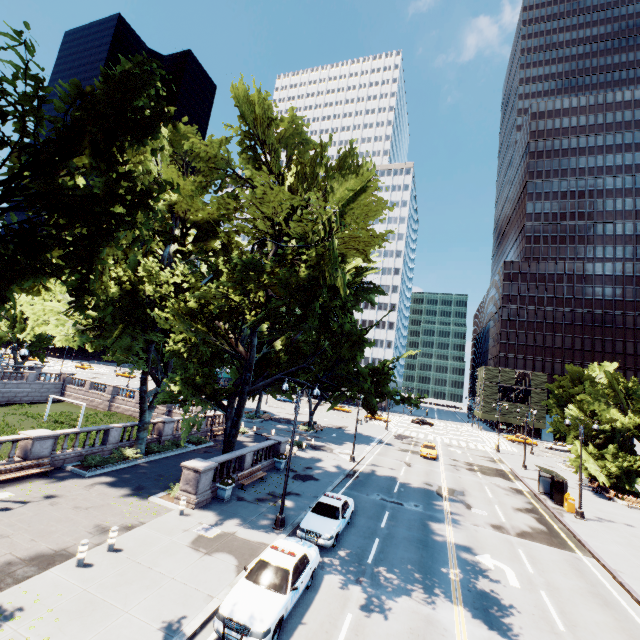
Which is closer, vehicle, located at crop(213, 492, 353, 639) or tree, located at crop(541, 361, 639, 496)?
vehicle, located at crop(213, 492, 353, 639)

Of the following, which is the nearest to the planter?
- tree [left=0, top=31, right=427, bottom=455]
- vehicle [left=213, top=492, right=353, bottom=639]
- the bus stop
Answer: tree [left=0, top=31, right=427, bottom=455]

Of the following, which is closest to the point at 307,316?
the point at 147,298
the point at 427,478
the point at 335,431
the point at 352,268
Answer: the point at 352,268

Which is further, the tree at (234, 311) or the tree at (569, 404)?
the tree at (569, 404)

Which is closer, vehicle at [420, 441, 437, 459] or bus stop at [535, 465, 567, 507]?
bus stop at [535, 465, 567, 507]

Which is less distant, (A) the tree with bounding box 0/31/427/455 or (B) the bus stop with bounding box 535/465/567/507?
(A) the tree with bounding box 0/31/427/455

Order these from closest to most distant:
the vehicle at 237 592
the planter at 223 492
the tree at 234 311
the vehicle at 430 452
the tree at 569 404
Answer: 1. the tree at 234 311
2. the vehicle at 237 592
3. the planter at 223 492
4. the tree at 569 404
5. the vehicle at 430 452

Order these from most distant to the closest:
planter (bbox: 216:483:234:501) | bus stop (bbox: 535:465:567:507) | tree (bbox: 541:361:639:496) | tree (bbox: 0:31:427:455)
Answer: tree (bbox: 541:361:639:496)
bus stop (bbox: 535:465:567:507)
planter (bbox: 216:483:234:501)
tree (bbox: 0:31:427:455)
